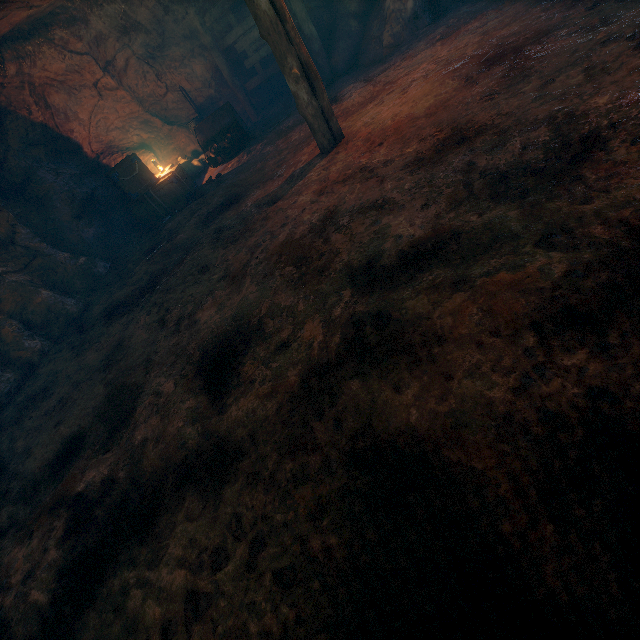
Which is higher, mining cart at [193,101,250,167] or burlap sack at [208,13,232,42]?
burlap sack at [208,13,232,42]

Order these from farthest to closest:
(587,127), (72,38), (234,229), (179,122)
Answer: (179,122), (72,38), (234,229), (587,127)

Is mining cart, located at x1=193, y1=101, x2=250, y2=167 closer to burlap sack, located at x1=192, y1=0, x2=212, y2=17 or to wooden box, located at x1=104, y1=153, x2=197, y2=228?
burlap sack, located at x1=192, y1=0, x2=212, y2=17

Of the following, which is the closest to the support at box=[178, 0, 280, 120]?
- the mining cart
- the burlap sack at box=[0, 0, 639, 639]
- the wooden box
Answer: the burlap sack at box=[0, 0, 639, 639]

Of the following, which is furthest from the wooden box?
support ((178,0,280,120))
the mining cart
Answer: support ((178,0,280,120))

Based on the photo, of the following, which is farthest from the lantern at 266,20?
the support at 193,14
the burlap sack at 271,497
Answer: the support at 193,14

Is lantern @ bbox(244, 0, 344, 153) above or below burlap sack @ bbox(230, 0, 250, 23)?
below

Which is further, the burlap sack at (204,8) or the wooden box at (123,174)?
the burlap sack at (204,8)
